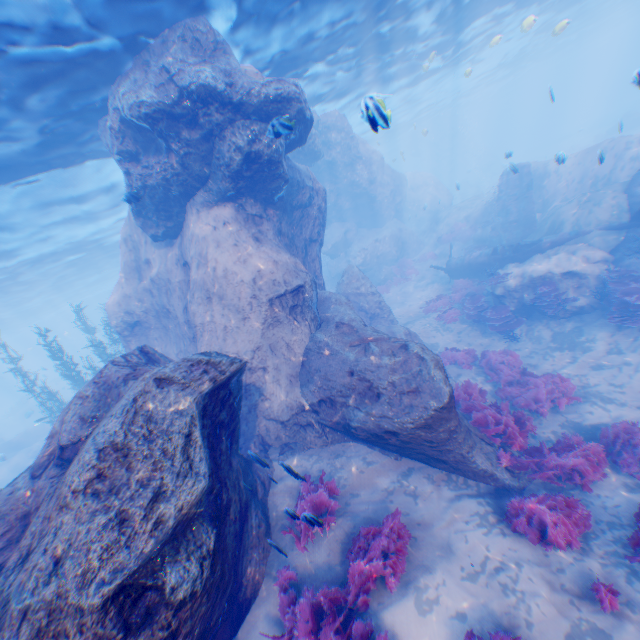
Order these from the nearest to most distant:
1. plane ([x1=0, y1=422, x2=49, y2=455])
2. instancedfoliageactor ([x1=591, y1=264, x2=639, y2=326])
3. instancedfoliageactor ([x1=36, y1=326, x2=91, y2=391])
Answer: instancedfoliageactor ([x1=591, y1=264, x2=639, y2=326]) < instancedfoliageactor ([x1=36, y1=326, x2=91, y2=391]) < plane ([x1=0, y1=422, x2=49, y2=455])

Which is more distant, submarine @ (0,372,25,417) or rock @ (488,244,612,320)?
submarine @ (0,372,25,417)

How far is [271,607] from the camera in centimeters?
533cm

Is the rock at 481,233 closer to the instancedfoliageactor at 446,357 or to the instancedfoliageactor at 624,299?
the instancedfoliageactor at 624,299

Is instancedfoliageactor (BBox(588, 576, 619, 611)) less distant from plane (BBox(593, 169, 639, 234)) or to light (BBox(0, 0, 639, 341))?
light (BBox(0, 0, 639, 341))

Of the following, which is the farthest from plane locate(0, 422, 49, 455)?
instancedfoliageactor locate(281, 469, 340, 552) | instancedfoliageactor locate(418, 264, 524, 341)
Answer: instancedfoliageactor locate(418, 264, 524, 341)

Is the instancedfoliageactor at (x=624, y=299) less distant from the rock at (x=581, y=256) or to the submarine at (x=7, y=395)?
the rock at (x=581, y=256)

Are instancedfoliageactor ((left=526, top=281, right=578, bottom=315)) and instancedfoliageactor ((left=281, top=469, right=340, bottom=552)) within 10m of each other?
no
